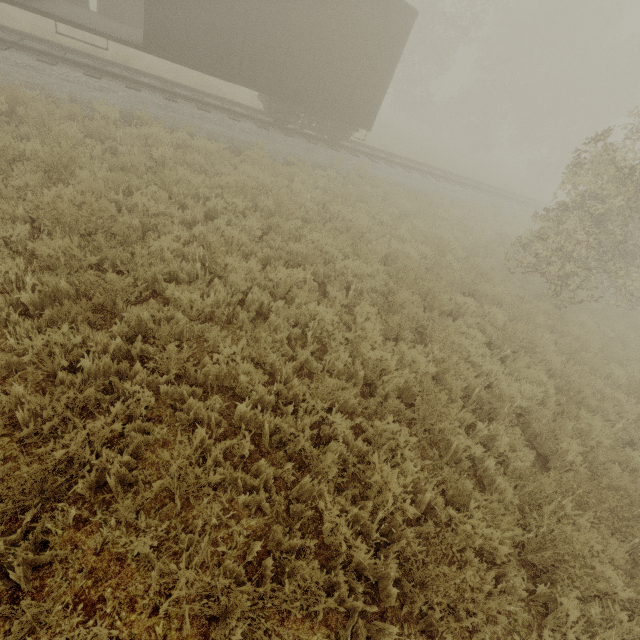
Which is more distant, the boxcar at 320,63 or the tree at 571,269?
the boxcar at 320,63

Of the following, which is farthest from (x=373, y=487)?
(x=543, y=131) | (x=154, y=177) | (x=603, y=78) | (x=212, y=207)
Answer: (x=603, y=78)

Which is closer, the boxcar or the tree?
the tree
